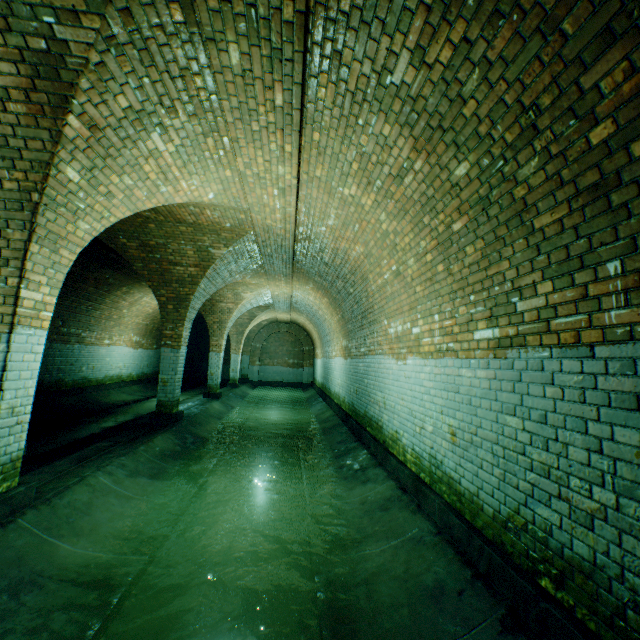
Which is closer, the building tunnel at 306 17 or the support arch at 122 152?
the building tunnel at 306 17

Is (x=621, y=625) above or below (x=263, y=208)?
below

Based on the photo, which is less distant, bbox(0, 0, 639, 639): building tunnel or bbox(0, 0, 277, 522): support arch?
bbox(0, 0, 639, 639): building tunnel
